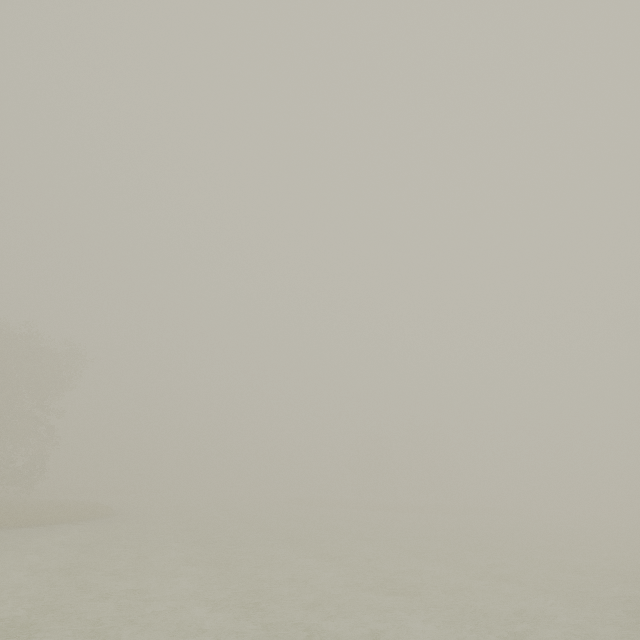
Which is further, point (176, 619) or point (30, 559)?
point (30, 559)
